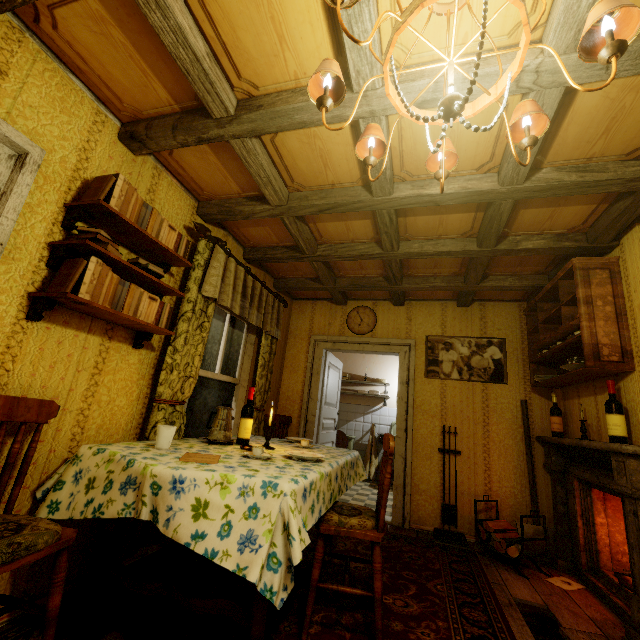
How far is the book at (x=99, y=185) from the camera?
1.8 meters

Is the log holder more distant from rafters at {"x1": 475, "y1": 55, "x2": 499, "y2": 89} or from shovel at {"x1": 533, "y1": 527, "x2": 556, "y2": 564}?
rafters at {"x1": 475, "y1": 55, "x2": 499, "y2": 89}

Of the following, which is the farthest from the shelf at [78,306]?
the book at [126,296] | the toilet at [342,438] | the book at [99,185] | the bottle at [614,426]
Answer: the toilet at [342,438]

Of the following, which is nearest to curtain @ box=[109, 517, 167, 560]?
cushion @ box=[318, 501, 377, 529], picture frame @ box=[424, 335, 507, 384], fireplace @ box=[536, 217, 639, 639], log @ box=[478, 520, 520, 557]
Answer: cushion @ box=[318, 501, 377, 529]

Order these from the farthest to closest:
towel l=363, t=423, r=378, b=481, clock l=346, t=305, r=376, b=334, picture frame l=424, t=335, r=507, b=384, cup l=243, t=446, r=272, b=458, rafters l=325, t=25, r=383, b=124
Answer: towel l=363, t=423, r=378, b=481, clock l=346, t=305, r=376, b=334, picture frame l=424, t=335, r=507, b=384, cup l=243, t=446, r=272, b=458, rafters l=325, t=25, r=383, b=124

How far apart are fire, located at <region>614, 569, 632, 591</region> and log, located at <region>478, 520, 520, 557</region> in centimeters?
50cm

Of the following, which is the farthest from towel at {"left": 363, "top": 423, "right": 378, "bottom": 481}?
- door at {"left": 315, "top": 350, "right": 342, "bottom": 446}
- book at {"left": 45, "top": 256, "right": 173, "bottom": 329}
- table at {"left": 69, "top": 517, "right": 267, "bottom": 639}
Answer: book at {"left": 45, "top": 256, "right": 173, "bottom": 329}

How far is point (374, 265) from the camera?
3.8 meters
